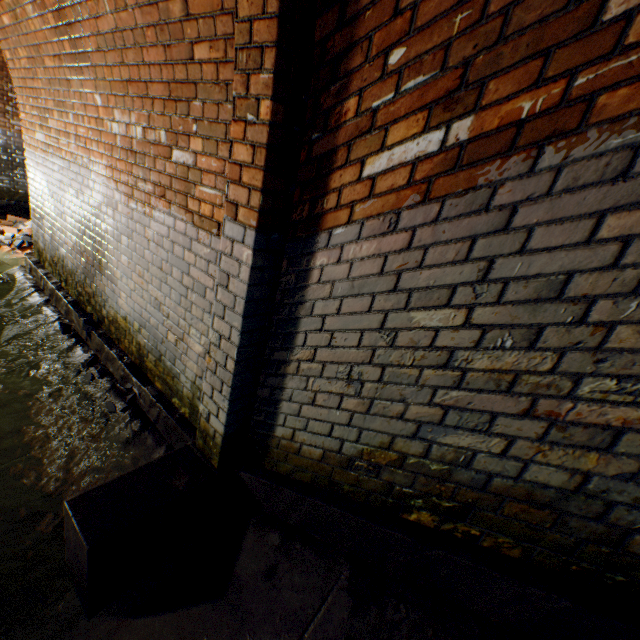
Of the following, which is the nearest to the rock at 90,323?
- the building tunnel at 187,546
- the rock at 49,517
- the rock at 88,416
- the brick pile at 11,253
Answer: the building tunnel at 187,546

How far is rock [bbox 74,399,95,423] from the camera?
2.9m

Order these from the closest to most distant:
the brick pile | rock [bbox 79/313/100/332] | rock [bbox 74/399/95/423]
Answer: rock [bbox 74/399/95/423]
rock [bbox 79/313/100/332]
the brick pile

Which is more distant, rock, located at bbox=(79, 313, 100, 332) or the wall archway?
rock, located at bbox=(79, 313, 100, 332)

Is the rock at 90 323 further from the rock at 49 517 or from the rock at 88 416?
the rock at 49 517

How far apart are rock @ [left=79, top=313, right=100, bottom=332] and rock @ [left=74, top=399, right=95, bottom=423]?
0.9m

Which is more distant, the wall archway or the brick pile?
the brick pile

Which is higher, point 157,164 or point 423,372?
point 157,164
